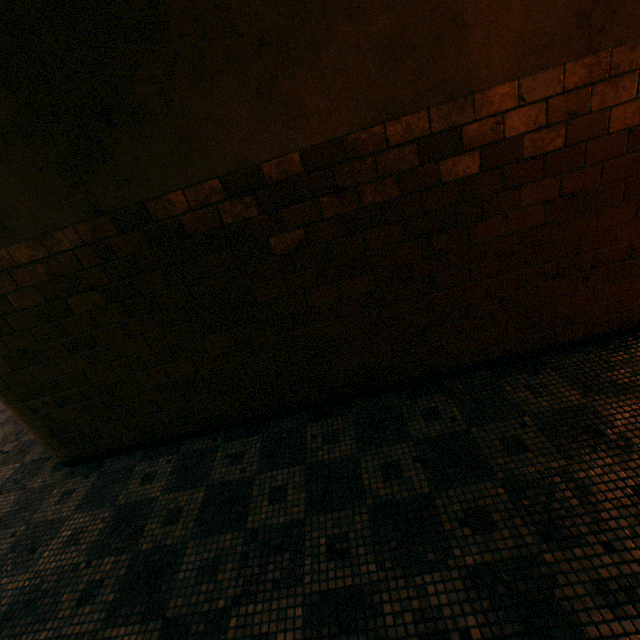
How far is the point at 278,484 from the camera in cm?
230
